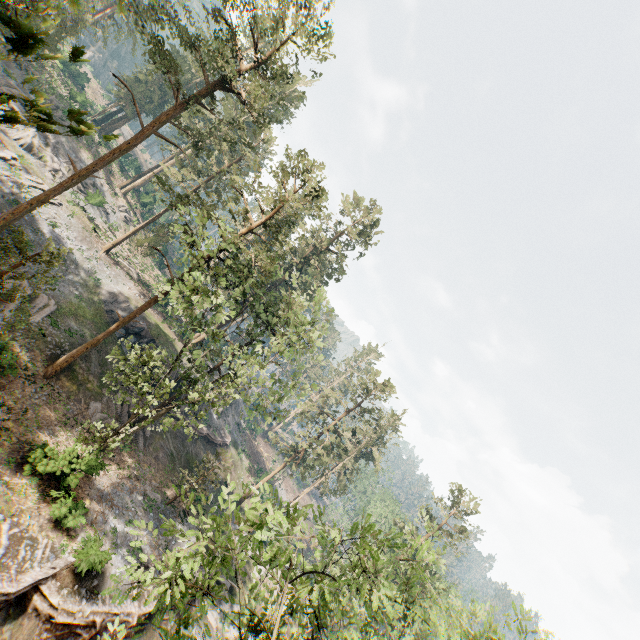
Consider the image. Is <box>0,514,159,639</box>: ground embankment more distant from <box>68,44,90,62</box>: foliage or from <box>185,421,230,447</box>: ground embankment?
<box>185,421,230,447</box>: ground embankment

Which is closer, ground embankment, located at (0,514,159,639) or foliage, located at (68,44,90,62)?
foliage, located at (68,44,90,62)

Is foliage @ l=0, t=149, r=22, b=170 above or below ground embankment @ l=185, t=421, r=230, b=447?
above

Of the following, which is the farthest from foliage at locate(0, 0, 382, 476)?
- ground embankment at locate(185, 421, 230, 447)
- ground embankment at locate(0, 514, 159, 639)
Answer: ground embankment at locate(185, 421, 230, 447)

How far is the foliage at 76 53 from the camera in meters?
1.5 m

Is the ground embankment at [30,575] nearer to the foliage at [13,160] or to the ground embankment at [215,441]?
the foliage at [13,160]

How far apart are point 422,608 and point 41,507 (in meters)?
24.32
